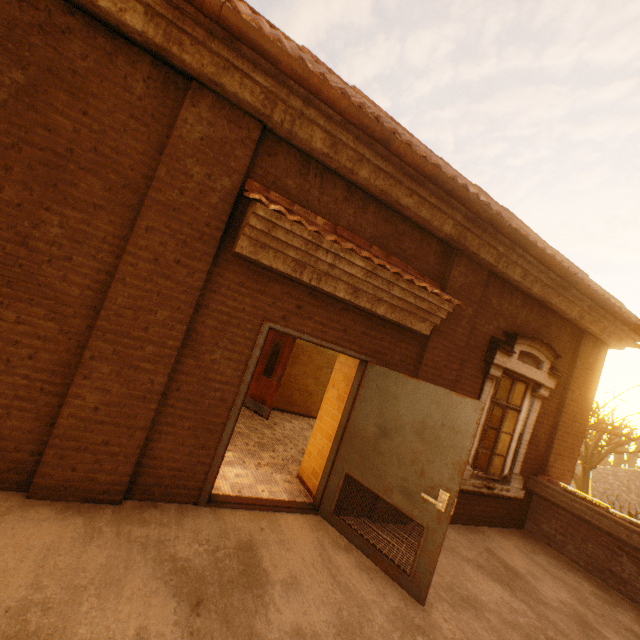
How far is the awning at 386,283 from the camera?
3.3m

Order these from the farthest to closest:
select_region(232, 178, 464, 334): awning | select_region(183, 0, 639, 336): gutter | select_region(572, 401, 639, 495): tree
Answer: select_region(572, 401, 639, 495): tree, select_region(232, 178, 464, 334): awning, select_region(183, 0, 639, 336): gutter

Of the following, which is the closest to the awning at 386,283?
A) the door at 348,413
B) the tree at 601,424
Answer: the door at 348,413

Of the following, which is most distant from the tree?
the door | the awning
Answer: the awning

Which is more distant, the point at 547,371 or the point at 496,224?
the point at 547,371

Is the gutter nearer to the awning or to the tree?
the awning

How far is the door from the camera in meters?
3.3 m

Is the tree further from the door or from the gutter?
the door
